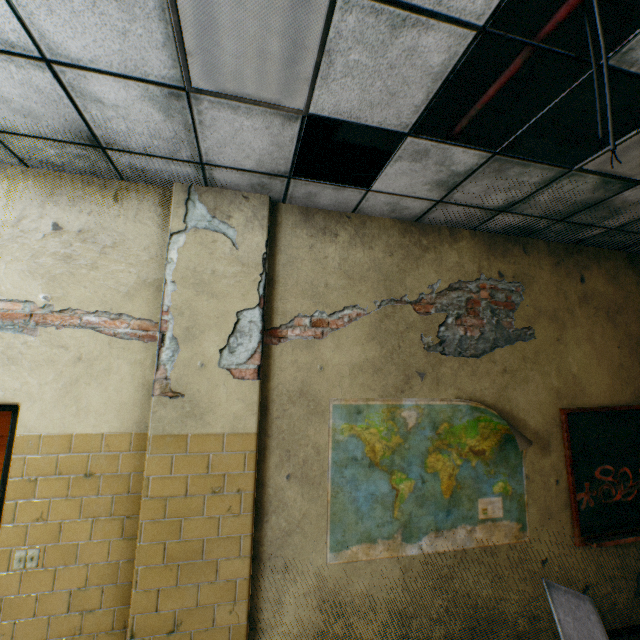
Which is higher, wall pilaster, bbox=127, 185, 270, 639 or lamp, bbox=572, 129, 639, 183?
lamp, bbox=572, 129, 639, 183

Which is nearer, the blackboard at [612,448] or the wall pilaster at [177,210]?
the wall pilaster at [177,210]

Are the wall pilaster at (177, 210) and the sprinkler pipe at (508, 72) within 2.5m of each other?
yes

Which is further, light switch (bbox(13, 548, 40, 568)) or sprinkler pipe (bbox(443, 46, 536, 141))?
light switch (bbox(13, 548, 40, 568))

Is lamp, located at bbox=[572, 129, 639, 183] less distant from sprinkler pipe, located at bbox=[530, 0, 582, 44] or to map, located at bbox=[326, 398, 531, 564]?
sprinkler pipe, located at bbox=[530, 0, 582, 44]

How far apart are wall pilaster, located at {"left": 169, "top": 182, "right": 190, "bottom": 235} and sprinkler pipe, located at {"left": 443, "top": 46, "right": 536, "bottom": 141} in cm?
147

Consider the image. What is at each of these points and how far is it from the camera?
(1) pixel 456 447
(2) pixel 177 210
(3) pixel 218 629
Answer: (1) map, 3.0 meters
(2) wall pilaster, 2.6 meters
(3) wall pilaster, 2.3 meters

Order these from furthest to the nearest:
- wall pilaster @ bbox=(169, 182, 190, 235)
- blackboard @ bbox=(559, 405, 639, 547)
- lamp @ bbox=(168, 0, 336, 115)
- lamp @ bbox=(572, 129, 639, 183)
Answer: blackboard @ bbox=(559, 405, 639, 547) → wall pilaster @ bbox=(169, 182, 190, 235) → lamp @ bbox=(572, 129, 639, 183) → lamp @ bbox=(168, 0, 336, 115)
